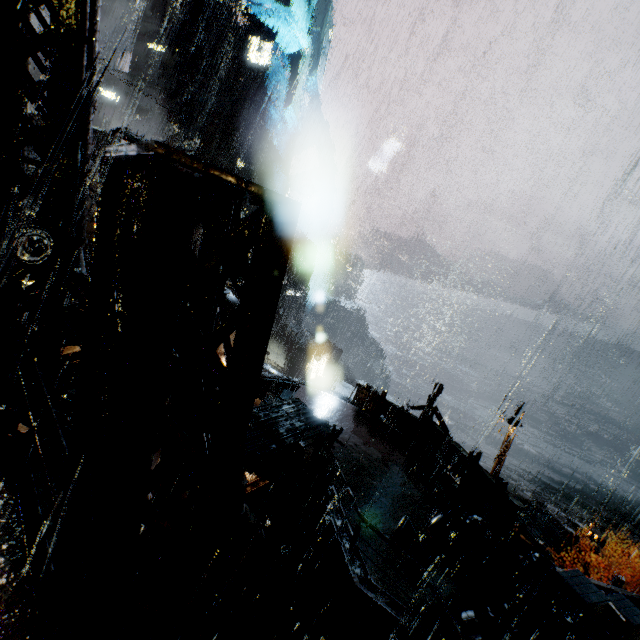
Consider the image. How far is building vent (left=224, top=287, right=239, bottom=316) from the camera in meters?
20.0

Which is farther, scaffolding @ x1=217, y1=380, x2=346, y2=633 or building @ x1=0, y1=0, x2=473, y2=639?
scaffolding @ x1=217, y1=380, x2=346, y2=633

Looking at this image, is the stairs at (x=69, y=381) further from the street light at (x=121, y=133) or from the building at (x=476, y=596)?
the street light at (x=121, y=133)

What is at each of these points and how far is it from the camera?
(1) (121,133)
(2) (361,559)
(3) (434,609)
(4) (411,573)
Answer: (1) street light, 10.01m
(2) building, 9.03m
(3) building, 8.22m
(4) sign, 8.33m

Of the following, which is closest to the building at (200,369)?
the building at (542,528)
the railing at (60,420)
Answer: the railing at (60,420)

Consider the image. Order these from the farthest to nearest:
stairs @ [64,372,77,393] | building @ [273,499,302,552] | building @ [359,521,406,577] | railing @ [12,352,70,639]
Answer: stairs @ [64,372,77,393], building @ [273,499,302,552], building @ [359,521,406,577], railing @ [12,352,70,639]

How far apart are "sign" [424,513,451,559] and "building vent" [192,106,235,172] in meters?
55.6

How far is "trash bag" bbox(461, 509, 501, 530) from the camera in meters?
10.7 m
